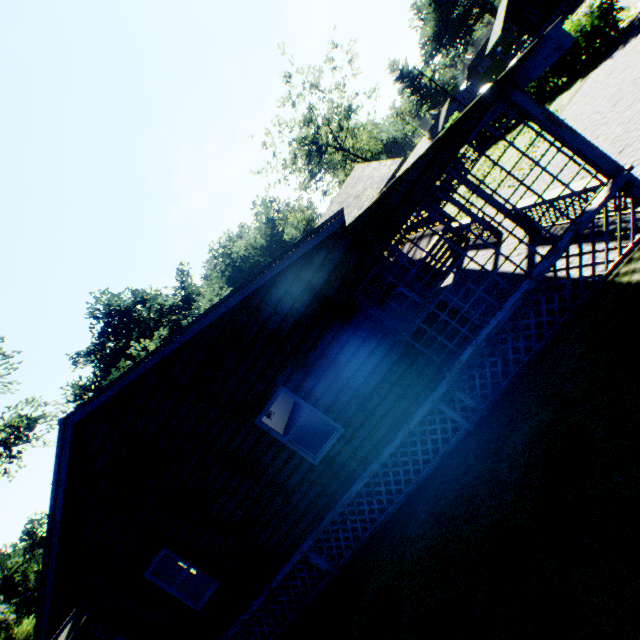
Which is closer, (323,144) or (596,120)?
(596,120)

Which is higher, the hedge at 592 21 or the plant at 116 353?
the plant at 116 353

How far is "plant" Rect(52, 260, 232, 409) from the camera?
42.3m

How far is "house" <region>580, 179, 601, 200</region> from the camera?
6.0 meters

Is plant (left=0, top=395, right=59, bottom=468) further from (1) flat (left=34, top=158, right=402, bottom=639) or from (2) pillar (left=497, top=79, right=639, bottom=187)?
(2) pillar (left=497, top=79, right=639, bottom=187)

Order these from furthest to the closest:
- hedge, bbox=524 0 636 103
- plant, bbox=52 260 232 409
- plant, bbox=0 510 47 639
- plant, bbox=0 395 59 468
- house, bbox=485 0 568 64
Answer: plant, bbox=52 260 232 409
plant, bbox=0 510 47 639
house, bbox=485 0 568 64
plant, bbox=0 395 59 468
hedge, bbox=524 0 636 103

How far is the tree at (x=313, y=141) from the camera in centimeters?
3791cm

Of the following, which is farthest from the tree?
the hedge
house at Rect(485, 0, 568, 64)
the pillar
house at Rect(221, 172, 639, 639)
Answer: the pillar
